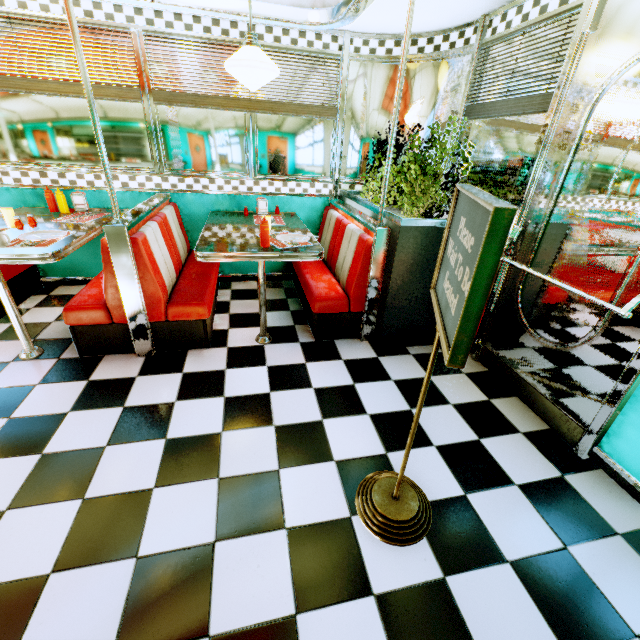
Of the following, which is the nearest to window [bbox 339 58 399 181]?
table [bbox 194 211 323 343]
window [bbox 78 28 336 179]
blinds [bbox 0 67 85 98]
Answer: window [bbox 78 28 336 179]

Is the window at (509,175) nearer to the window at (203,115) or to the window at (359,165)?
the window at (359,165)

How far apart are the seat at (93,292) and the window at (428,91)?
2.18m

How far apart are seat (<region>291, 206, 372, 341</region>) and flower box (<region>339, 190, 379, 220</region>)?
0.12m

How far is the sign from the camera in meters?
A: 0.8

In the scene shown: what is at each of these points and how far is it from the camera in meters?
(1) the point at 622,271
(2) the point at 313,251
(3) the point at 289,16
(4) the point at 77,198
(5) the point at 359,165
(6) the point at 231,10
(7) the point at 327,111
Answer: (1) door, 1.8
(2) table, 2.6
(3) trim, 3.0
(4) napkin holder, 3.3
(5) window, 3.9
(6) trim, 2.9
(7) blinds, 3.6

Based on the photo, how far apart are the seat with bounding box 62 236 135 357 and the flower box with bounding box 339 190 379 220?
2.1m

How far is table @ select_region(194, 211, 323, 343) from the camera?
2.44m
